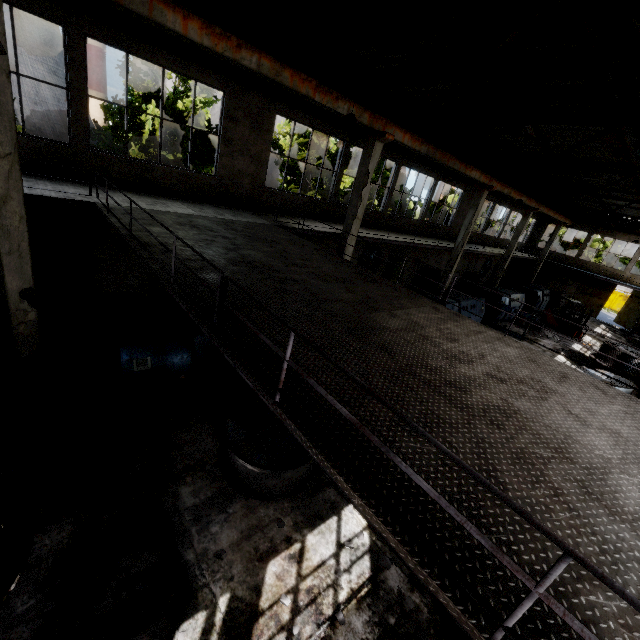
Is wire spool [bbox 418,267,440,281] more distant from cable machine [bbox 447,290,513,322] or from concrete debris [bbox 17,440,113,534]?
concrete debris [bbox 17,440,113,534]

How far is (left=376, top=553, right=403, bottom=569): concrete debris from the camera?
5.6m

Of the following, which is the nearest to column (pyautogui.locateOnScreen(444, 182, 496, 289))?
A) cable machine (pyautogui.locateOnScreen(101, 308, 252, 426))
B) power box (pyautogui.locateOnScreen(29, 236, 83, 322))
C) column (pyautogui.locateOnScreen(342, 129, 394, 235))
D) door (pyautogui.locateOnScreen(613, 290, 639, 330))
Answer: column (pyautogui.locateOnScreen(342, 129, 394, 235))

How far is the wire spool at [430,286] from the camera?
22.8m

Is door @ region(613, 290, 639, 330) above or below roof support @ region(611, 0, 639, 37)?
below

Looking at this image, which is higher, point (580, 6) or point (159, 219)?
point (580, 6)

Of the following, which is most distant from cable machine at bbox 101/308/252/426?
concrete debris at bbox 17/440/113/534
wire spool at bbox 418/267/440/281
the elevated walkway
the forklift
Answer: the forklift

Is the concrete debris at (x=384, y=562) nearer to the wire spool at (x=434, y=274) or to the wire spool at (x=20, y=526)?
the wire spool at (x=20, y=526)
